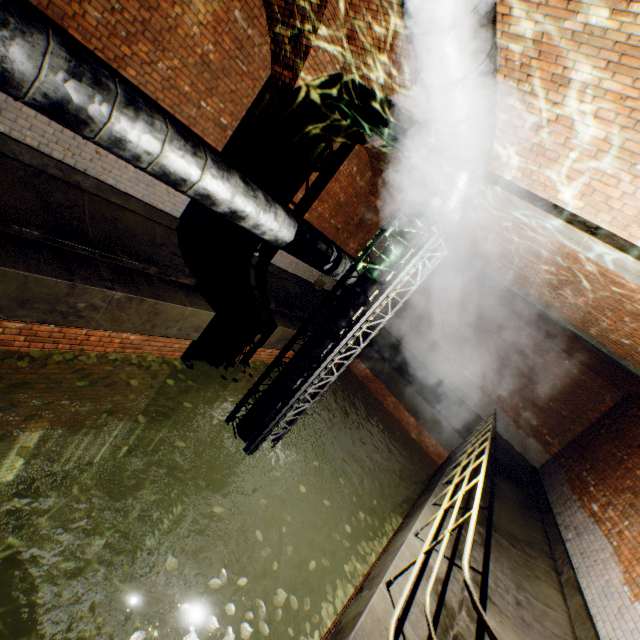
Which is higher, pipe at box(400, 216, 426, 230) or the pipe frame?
pipe at box(400, 216, 426, 230)

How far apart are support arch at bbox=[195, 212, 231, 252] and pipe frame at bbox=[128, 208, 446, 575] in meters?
2.6

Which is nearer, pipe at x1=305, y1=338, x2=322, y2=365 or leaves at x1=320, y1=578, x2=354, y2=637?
leaves at x1=320, y1=578, x2=354, y2=637

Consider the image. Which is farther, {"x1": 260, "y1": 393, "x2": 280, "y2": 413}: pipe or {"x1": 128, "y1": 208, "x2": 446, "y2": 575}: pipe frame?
{"x1": 260, "y1": 393, "x2": 280, "y2": 413}: pipe

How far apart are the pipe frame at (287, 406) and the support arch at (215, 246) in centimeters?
258cm

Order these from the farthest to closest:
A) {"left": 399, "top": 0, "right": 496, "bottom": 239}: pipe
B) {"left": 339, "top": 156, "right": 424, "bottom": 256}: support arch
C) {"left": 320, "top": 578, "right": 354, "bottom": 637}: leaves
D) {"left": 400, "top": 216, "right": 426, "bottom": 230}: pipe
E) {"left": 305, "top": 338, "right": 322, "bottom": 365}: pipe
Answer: {"left": 339, "top": 156, "right": 424, "bottom": 256}: support arch
{"left": 305, "top": 338, "right": 322, "bottom": 365}: pipe
{"left": 400, "top": 216, "right": 426, "bottom": 230}: pipe
{"left": 320, "top": 578, "right": 354, "bottom": 637}: leaves
{"left": 399, "top": 0, "right": 496, "bottom": 239}: pipe

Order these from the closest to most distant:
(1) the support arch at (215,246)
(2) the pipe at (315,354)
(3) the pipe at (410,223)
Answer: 1. (3) the pipe at (410,223)
2. (2) the pipe at (315,354)
3. (1) the support arch at (215,246)

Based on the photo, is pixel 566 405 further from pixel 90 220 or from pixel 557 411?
pixel 90 220
